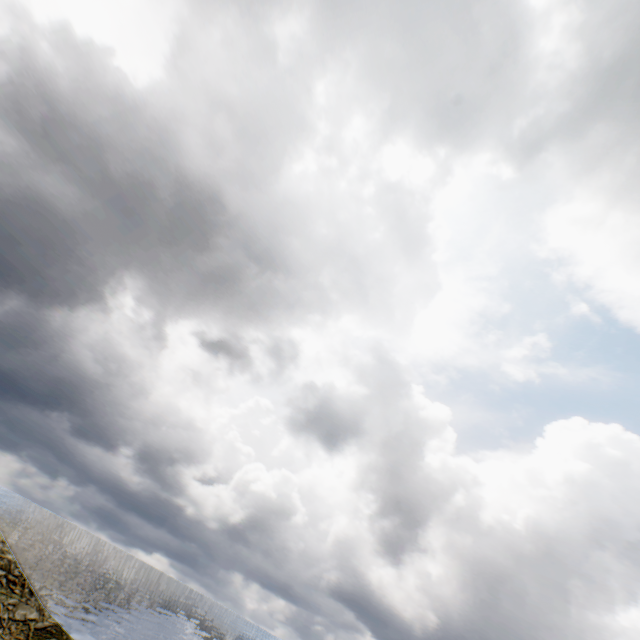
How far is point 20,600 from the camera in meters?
28.8
